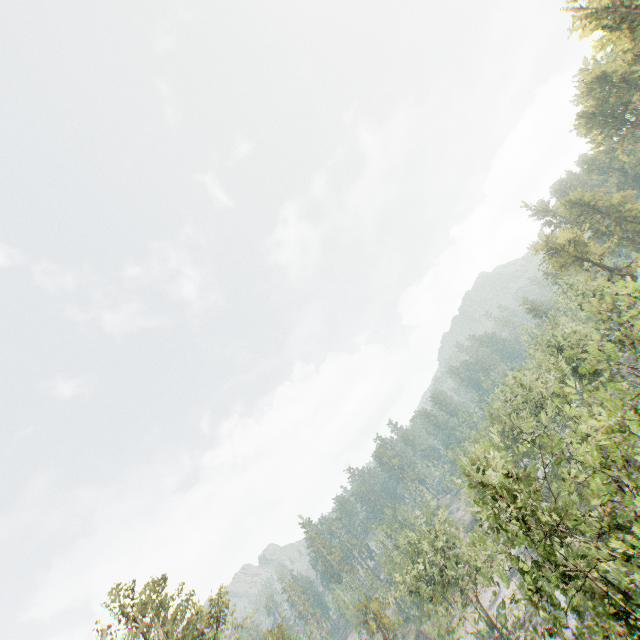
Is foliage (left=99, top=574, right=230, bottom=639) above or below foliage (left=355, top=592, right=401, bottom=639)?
above

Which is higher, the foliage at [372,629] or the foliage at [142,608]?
the foliage at [142,608]

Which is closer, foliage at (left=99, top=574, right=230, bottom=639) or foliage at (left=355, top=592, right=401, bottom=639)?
foliage at (left=99, top=574, right=230, bottom=639)

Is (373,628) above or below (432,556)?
below

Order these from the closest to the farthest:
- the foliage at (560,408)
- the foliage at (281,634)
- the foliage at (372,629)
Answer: the foliage at (560,408) → the foliage at (281,634) → the foliage at (372,629)
